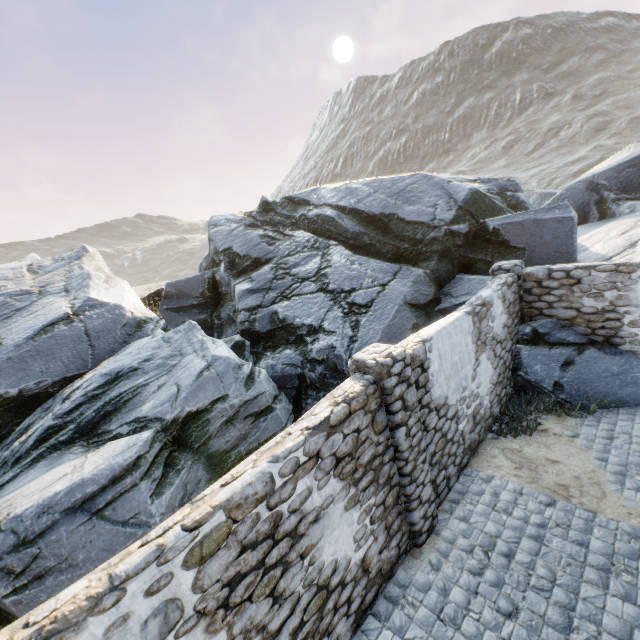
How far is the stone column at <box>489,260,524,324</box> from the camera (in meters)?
8.28

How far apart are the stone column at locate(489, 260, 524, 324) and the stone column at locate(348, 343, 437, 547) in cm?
535

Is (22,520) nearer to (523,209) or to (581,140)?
(523,209)

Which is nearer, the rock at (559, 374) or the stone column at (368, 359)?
the stone column at (368, 359)

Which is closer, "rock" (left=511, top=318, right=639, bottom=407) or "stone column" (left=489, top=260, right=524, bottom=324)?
"rock" (left=511, top=318, right=639, bottom=407)

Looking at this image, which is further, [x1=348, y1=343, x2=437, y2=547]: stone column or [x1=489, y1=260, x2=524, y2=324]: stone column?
[x1=489, y1=260, x2=524, y2=324]: stone column

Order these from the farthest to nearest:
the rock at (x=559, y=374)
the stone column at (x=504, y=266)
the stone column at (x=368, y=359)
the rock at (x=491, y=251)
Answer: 1. the stone column at (x=504, y=266)
2. the rock at (x=559, y=374)
3. the rock at (x=491, y=251)
4. the stone column at (x=368, y=359)

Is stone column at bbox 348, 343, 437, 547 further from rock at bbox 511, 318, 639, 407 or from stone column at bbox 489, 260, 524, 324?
stone column at bbox 489, 260, 524, 324
